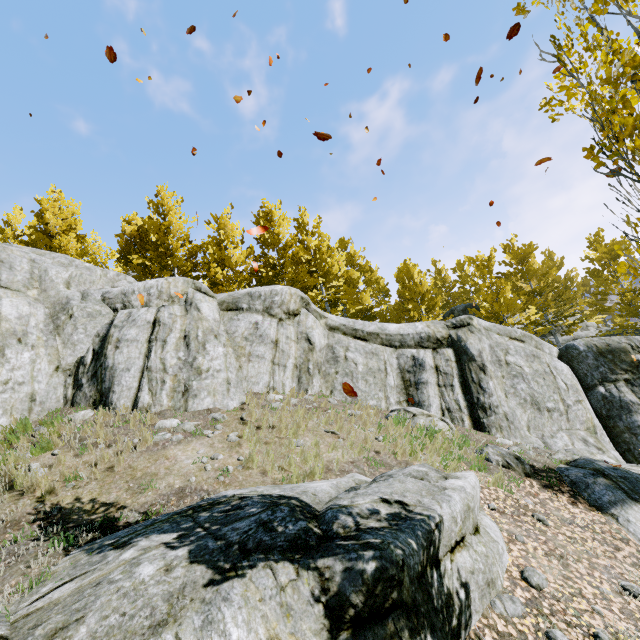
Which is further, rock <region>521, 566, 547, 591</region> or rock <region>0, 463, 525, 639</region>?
rock <region>521, 566, 547, 591</region>

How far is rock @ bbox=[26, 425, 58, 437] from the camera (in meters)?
7.09

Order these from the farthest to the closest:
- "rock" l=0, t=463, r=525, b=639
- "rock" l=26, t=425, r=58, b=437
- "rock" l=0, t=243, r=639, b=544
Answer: "rock" l=0, t=243, r=639, b=544, "rock" l=26, t=425, r=58, b=437, "rock" l=0, t=463, r=525, b=639

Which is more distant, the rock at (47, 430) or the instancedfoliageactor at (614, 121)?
the rock at (47, 430)

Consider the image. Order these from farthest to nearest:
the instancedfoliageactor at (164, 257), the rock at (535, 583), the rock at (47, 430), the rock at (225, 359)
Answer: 1. the instancedfoliageactor at (164, 257)
2. the rock at (225, 359)
3. the rock at (47, 430)
4. the rock at (535, 583)

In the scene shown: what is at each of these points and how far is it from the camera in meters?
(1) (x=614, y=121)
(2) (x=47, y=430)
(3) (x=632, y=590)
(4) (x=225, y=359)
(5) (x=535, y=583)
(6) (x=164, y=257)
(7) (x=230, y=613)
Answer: (1) instancedfoliageactor, 3.1 m
(2) rock, 7.2 m
(3) rock, 4.6 m
(4) rock, 10.0 m
(5) rock, 4.4 m
(6) instancedfoliageactor, 17.9 m
(7) rock, 2.9 m

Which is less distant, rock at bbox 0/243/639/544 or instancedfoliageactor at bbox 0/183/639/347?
rock at bbox 0/243/639/544
